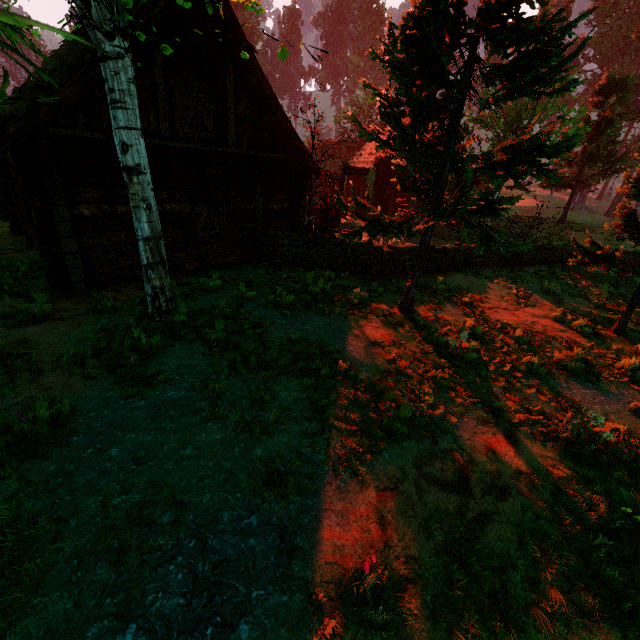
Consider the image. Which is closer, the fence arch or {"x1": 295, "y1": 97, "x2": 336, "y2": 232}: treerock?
{"x1": 295, "y1": 97, "x2": 336, "y2": 232}: treerock

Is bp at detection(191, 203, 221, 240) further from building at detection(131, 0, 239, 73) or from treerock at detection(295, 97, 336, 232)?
treerock at detection(295, 97, 336, 232)

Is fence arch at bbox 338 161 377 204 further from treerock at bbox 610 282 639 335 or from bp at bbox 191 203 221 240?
bp at bbox 191 203 221 240

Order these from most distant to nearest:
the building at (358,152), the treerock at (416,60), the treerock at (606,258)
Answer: the building at (358,152), the treerock at (606,258), the treerock at (416,60)

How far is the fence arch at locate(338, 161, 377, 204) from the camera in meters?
16.9

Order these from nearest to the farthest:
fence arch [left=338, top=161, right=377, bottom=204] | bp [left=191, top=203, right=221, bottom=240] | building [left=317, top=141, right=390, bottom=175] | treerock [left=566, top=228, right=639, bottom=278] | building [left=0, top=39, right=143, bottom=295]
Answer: building [left=0, top=39, right=143, bottom=295] → treerock [left=566, top=228, right=639, bottom=278] → bp [left=191, top=203, right=221, bottom=240] → fence arch [left=338, top=161, right=377, bottom=204] → building [left=317, top=141, right=390, bottom=175]

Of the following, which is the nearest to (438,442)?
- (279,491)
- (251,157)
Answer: (279,491)

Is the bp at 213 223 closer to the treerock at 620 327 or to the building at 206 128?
the building at 206 128
